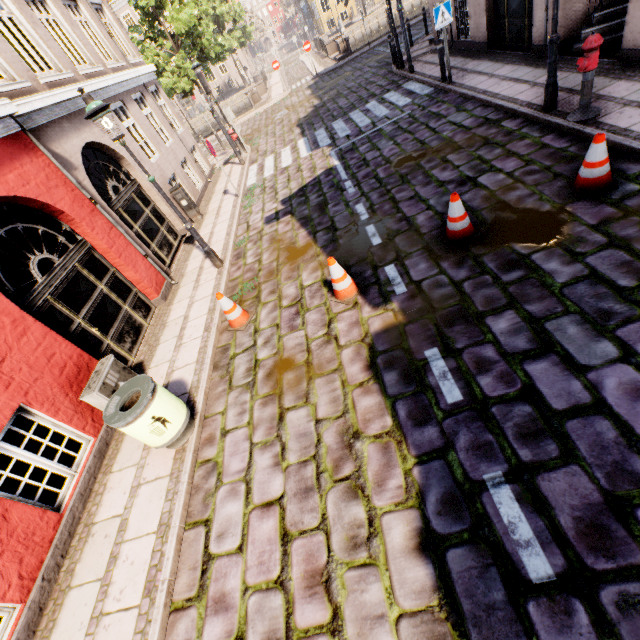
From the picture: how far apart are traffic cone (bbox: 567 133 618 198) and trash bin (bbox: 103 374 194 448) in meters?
6.4 m

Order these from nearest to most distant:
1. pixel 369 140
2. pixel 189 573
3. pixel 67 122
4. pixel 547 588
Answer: pixel 547 588 < pixel 189 573 < pixel 67 122 < pixel 369 140

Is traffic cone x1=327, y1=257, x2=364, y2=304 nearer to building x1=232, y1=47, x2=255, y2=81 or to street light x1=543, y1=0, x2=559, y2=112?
street light x1=543, y1=0, x2=559, y2=112

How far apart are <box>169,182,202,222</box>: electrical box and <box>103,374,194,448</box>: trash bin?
8.3m

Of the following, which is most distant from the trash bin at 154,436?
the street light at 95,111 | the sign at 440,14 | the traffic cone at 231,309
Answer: the sign at 440,14

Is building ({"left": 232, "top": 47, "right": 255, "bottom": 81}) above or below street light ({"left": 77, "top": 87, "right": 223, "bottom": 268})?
below

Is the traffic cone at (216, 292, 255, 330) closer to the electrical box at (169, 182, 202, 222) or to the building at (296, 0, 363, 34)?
the electrical box at (169, 182, 202, 222)

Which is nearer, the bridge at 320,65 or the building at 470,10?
the building at 470,10
